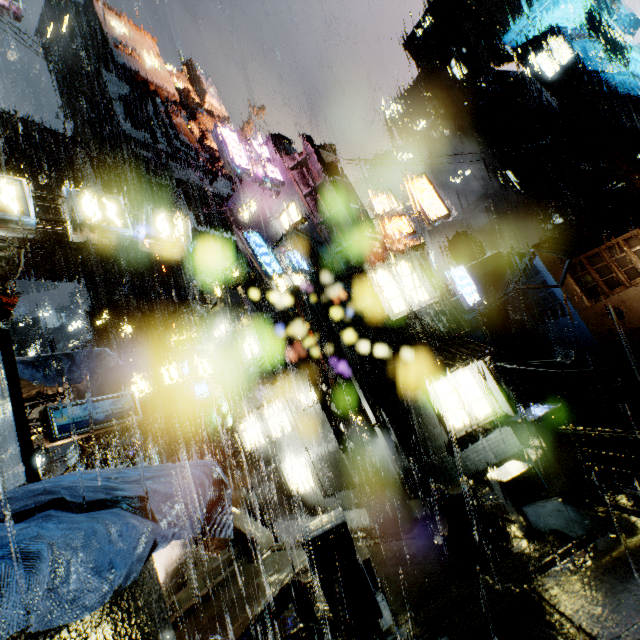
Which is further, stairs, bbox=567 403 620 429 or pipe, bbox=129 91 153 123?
pipe, bbox=129 91 153 123

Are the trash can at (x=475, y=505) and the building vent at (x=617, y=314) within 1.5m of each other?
no

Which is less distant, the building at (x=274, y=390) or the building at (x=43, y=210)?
the building at (x=274, y=390)

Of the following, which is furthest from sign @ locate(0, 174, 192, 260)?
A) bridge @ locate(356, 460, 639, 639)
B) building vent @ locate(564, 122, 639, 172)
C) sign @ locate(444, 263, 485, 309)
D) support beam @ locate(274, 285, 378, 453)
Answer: building vent @ locate(564, 122, 639, 172)

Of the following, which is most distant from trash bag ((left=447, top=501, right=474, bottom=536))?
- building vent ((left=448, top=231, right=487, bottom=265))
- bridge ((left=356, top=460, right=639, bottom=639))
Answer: building vent ((left=448, top=231, right=487, bottom=265))

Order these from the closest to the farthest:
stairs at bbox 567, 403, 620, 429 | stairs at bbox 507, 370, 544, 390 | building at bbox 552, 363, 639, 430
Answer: building at bbox 552, 363, 639, 430, stairs at bbox 567, 403, 620, 429, stairs at bbox 507, 370, 544, 390

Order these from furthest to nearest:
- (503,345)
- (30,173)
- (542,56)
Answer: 1. (542,56)
2. (503,345)
3. (30,173)

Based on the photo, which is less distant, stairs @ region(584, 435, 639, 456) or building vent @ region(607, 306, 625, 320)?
building vent @ region(607, 306, 625, 320)
